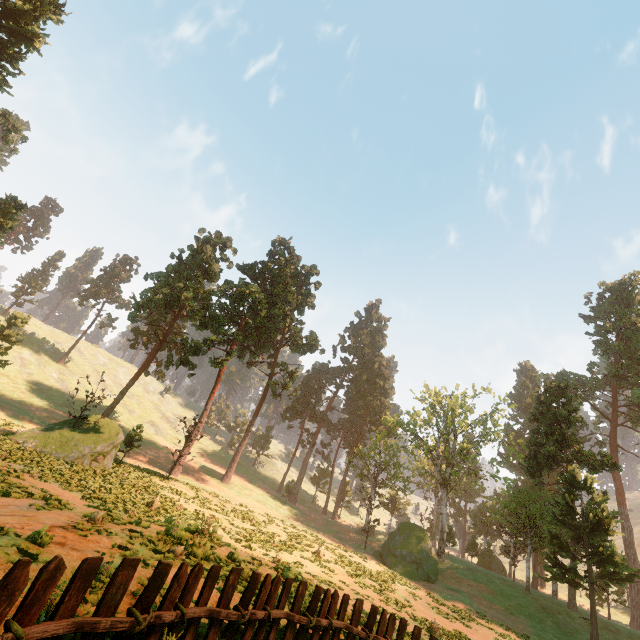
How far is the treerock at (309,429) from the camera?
50.7m

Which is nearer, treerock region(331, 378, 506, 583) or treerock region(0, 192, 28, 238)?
treerock region(0, 192, 28, 238)

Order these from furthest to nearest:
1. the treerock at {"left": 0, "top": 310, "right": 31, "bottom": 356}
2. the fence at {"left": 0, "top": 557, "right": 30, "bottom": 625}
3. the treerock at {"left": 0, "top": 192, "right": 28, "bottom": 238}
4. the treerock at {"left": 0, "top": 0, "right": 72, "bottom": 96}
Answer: the treerock at {"left": 0, "top": 310, "right": 31, "bottom": 356}, the treerock at {"left": 0, "top": 192, "right": 28, "bottom": 238}, the treerock at {"left": 0, "top": 0, "right": 72, "bottom": 96}, the fence at {"left": 0, "top": 557, "right": 30, "bottom": 625}

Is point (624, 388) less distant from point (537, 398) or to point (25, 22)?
point (537, 398)

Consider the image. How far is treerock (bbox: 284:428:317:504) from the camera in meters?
50.7 m

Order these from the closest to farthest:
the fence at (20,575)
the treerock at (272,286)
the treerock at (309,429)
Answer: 1. the fence at (20,575)
2. the treerock at (272,286)
3. the treerock at (309,429)
